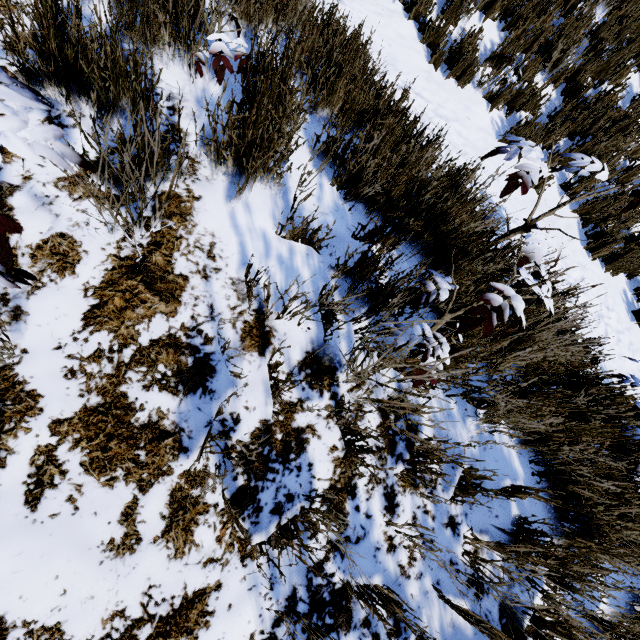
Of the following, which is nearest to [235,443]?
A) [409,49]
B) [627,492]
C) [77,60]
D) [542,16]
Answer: [77,60]
